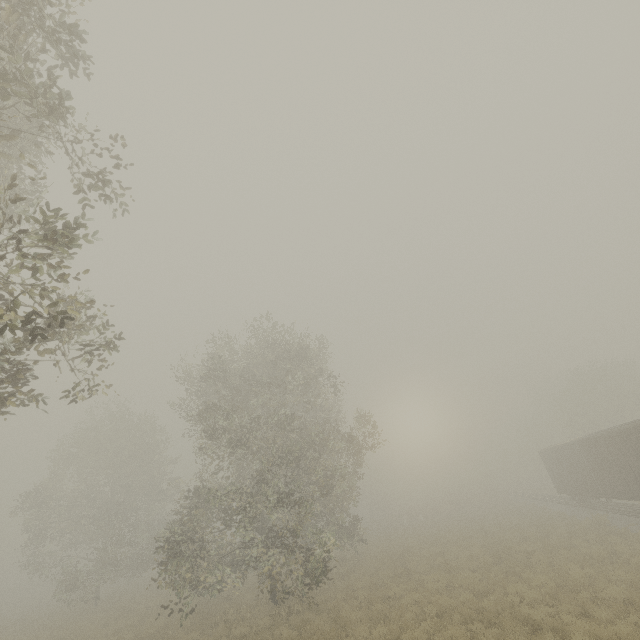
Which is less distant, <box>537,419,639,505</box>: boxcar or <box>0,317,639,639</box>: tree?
<box>0,317,639,639</box>: tree

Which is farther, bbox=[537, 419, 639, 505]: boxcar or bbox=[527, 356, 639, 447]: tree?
bbox=[527, 356, 639, 447]: tree

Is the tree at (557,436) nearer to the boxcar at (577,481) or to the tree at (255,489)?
the tree at (255,489)

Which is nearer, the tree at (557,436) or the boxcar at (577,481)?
the boxcar at (577,481)

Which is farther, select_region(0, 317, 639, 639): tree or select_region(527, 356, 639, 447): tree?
select_region(527, 356, 639, 447): tree

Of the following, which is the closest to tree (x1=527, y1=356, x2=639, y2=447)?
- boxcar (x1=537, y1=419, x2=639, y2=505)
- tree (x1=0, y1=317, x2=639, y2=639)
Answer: tree (x1=0, y1=317, x2=639, y2=639)

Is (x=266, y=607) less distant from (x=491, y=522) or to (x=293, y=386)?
(x=293, y=386)
